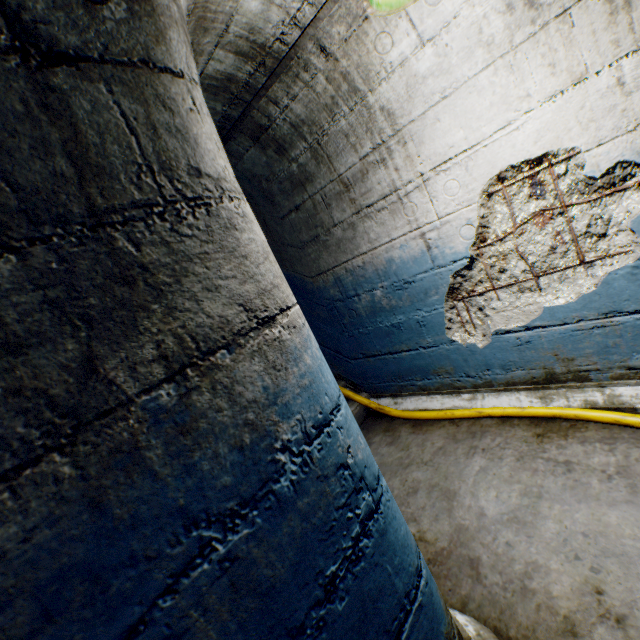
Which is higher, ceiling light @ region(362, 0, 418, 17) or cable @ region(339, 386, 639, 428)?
ceiling light @ region(362, 0, 418, 17)

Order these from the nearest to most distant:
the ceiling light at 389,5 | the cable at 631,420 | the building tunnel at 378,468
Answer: the building tunnel at 378,468
the ceiling light at 389,5
the cable at 631,420

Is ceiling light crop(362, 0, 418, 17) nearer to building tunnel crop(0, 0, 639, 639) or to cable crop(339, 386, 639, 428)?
building tunnel crop(0, 0, 639, 639)

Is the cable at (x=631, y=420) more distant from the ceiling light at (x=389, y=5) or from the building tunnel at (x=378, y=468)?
the ceiling light at (x=389, y=5)

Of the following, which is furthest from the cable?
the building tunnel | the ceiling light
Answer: the ceiling light

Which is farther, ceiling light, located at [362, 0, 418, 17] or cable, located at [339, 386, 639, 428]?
cable, located at [339, 386, 639, 428]

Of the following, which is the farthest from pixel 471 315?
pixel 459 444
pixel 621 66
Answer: pixel 621 66
